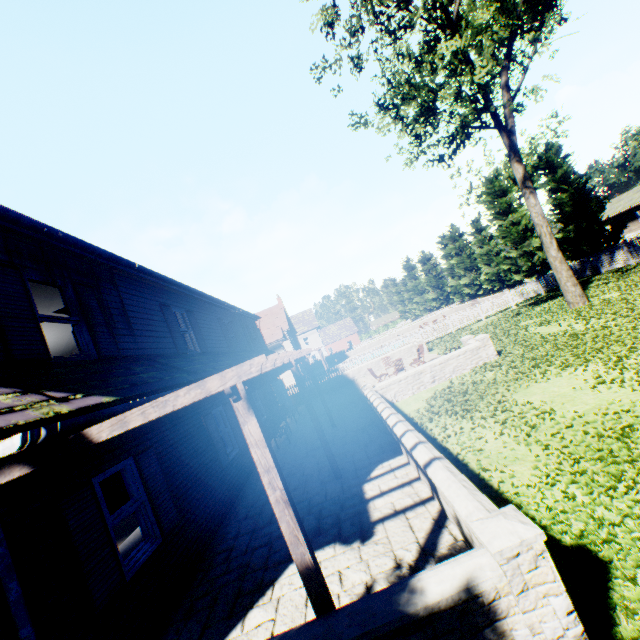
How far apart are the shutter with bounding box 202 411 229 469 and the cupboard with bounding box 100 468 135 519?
3.18m

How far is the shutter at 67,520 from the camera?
4.1m

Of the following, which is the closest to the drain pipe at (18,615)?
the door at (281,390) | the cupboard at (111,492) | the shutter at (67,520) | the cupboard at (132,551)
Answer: the shutter at (67,520)

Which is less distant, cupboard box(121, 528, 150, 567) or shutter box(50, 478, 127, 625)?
shutter box(50, 478, 127, 625)

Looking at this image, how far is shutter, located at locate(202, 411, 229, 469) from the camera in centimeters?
912cm

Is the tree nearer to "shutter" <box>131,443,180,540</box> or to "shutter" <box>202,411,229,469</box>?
"shutter" <box>131,443,180,540</box>

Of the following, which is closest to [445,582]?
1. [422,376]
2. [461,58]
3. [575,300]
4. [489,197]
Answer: [422,376]

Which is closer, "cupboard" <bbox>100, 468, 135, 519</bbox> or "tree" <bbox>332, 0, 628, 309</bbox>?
"cupboard" <bbox>100, 468, 135, 519</bbox>
